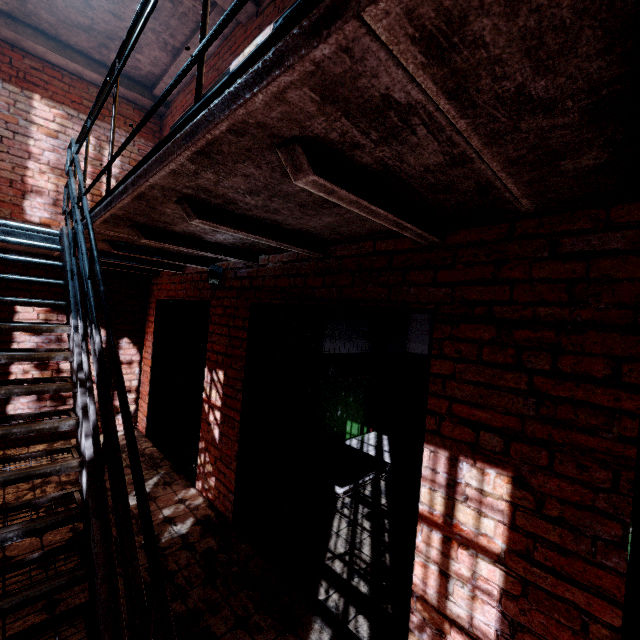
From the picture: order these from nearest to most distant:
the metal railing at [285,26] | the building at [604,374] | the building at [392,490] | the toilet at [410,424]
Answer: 1. the metal railing at [285,26]
2. the building at [604,374]
3. the building at [392,490]
4. the toilet at [410,424]

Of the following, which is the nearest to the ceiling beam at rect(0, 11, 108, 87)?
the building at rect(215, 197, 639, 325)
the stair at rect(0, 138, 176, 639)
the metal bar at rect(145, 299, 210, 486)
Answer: the stair at rect(0, 138, 176, 639)

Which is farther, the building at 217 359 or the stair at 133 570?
the building at 217 359

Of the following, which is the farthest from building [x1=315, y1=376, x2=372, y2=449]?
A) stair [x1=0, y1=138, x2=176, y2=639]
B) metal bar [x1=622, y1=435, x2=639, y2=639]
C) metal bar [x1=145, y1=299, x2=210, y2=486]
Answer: stair [x1=0, y1=138, x2=176, y2=639]

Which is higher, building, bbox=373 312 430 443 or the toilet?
building, bbox=373 312 430 443

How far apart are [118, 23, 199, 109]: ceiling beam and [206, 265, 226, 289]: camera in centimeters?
313cm

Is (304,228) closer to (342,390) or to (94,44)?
(342,390)

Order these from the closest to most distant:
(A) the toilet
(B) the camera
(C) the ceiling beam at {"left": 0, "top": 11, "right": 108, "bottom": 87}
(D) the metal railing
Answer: (D) the metal railing, (B) the camera, (C) the ceiling beam at {"left": 0, "top": 11, "right": 108, "bottom": 87}, (A) the toilet
